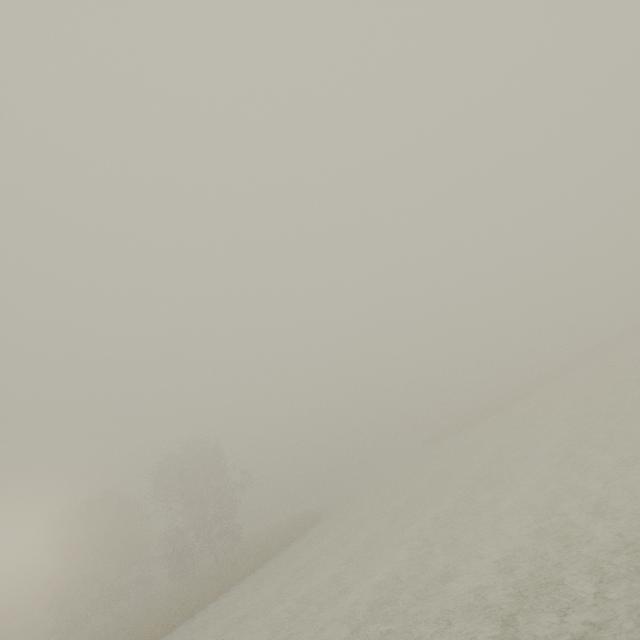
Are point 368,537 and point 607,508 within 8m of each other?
no
